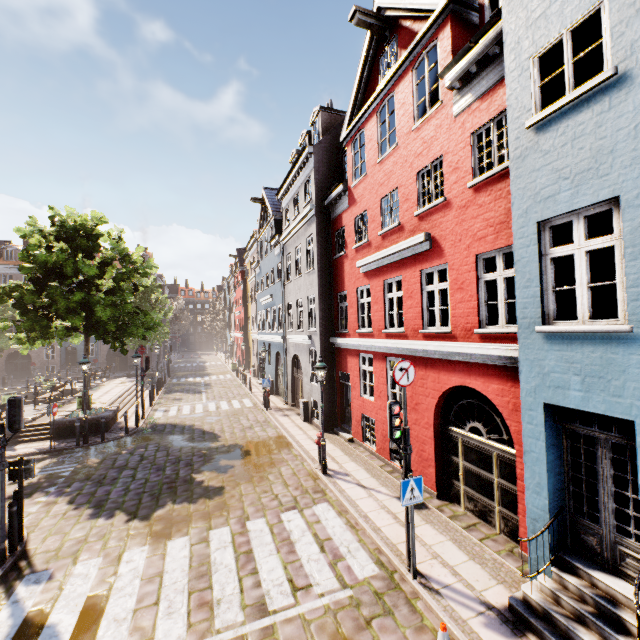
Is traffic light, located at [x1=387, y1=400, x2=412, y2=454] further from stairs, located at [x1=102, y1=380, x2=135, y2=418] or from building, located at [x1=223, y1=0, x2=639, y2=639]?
stairs, located at [x1=102, y1=380, x2=135, y2=418]

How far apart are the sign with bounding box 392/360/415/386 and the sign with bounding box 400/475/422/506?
1.7m

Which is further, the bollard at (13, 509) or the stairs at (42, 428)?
the stairs at (42, 428)

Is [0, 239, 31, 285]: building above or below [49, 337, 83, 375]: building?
above

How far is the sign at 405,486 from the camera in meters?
6.0 m

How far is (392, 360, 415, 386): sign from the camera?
6.32m

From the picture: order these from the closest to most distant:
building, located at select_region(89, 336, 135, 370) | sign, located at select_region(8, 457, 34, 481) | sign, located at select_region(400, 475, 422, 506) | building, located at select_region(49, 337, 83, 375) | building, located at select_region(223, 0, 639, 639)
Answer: building, located at select_region(223, 0, 639, 639)
sign, located at select_region(400, 475, 422, 506)
sign, located at select_region(8, 457, 34, 481)
building, located at select_region(49, 337, 83, 375)
building, located at select_region(89, 336, 135, 370)

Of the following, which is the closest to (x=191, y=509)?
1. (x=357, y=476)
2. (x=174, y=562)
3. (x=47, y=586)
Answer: (x=174, y=562)
